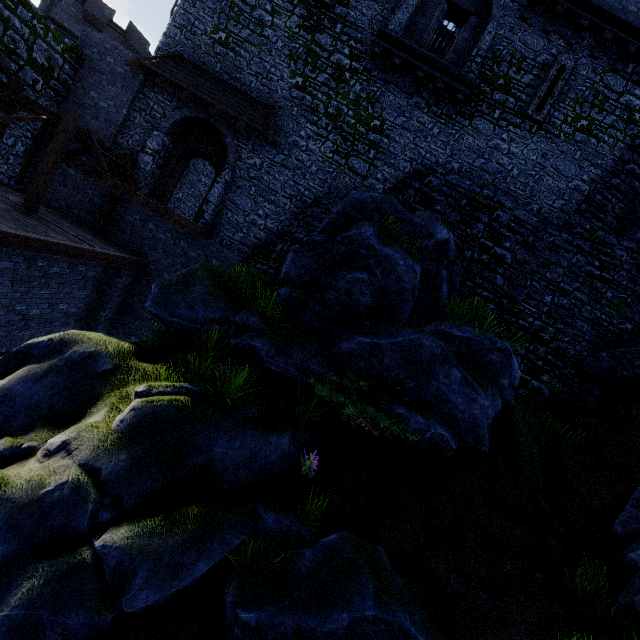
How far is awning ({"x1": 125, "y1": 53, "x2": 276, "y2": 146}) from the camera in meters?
12.0 m

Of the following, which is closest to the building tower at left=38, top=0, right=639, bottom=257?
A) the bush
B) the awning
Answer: the awning

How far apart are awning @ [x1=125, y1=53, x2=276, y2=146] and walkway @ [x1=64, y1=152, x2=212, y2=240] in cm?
364

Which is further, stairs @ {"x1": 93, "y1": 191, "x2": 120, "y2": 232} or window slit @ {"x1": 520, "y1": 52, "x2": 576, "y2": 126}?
stairs @ {"x1": 93, "y1": 191, "x2": 120, "y2": 232}

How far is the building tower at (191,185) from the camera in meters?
16.1

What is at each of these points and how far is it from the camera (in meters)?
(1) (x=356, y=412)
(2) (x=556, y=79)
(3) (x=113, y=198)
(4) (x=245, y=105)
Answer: (1) bush, 6.73
(2) window slit, 12.21
(3) stairs, 12.74
(4) awning, 12.41

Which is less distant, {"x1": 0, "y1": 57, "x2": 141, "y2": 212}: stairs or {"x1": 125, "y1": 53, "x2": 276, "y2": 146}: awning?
{"x1": 0, "y1": 57, "x2": 141, "y2": 212}: stairs

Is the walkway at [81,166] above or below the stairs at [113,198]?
above
